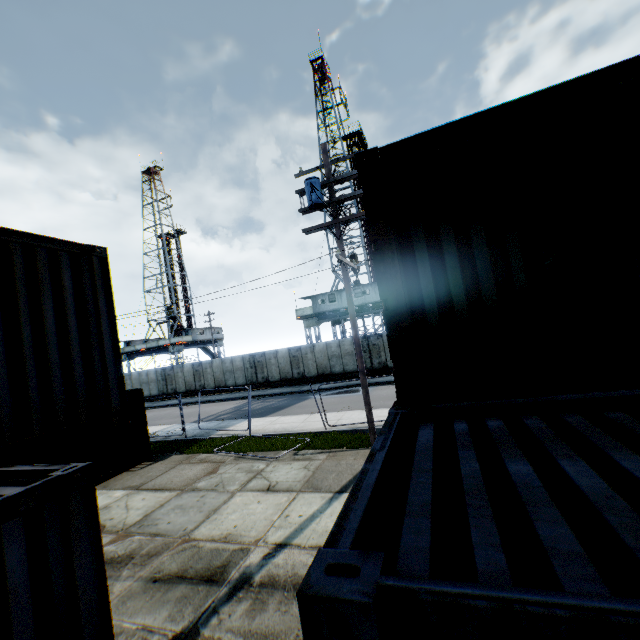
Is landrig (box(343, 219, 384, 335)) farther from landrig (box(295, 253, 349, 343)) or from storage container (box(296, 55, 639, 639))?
storage container (box(296, 55, 639, 639))

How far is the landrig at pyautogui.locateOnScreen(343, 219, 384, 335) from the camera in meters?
29.9 m

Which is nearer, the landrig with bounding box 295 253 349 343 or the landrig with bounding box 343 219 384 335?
the landrig with bounding box 343 219 384 335

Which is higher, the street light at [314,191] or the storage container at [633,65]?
the street light at [314,191]

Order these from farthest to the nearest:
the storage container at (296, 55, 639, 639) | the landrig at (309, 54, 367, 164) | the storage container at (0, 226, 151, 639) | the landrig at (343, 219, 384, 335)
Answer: the landrig at (309, 54, 367, 164), the landrig at (343, 219, 384, 335), the storage container at (0, 226, 151, 639), the storage container at (296, 55, 639, 639)

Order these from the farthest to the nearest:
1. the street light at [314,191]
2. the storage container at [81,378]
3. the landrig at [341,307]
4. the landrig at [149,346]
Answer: the landrig at [149,346] < the landrig at [341,307] < the street light at [314,191] < the storage container at [81,378]

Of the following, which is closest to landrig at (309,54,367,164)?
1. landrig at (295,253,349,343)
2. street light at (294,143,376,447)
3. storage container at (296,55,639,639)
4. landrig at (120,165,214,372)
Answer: landrig at (295,253,349,343)

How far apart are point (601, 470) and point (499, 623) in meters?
1.4 m
